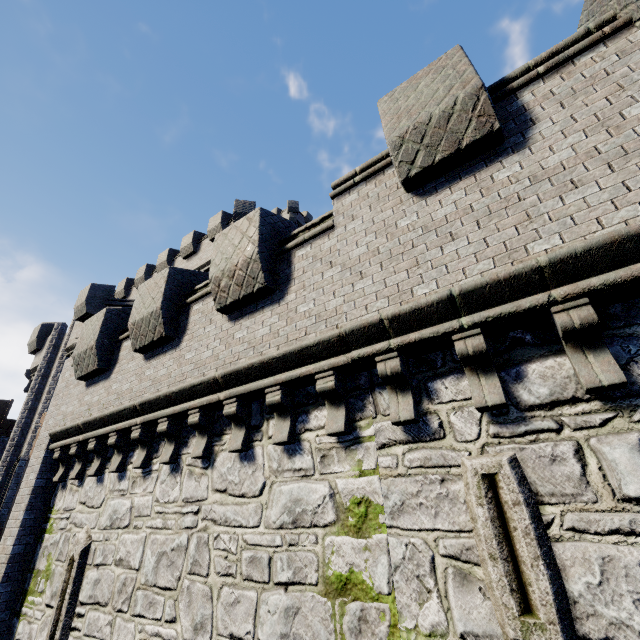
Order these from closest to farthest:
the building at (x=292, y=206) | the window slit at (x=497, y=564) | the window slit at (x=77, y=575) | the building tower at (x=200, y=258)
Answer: the window slit at (x=497, y=564)
the window slit at (x=77, y=575)
the building tower at (x=200, y=258)
the building at (x=292, y=206)

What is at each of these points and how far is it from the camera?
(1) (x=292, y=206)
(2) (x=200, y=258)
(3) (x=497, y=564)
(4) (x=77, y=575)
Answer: (1) building, 39.3 meters
(2) building tower, 21.8 meters
(3) window slit, 3.0 meters
(4) window slit, 6.7 meters

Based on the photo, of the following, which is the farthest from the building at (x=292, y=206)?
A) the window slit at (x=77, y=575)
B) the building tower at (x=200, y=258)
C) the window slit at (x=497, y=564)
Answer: the window slit at (x=497, y=564)

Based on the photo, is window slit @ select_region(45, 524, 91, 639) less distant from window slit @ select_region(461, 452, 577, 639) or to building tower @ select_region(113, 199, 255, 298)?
building tower @ select_region(113, 199, 255, 298)

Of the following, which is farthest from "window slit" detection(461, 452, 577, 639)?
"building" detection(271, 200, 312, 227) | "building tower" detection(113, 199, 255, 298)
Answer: "building" detection(271, 200, 312, 227)

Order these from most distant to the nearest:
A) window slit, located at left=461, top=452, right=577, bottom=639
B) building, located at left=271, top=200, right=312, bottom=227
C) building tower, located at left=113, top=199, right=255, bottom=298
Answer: building, located at left=271, top=200, right=312, bottom=227, building tower, located at left=113, top=199, right=255, bottom=298, window slit, located at left=461, top=452, right=577, bottom=639

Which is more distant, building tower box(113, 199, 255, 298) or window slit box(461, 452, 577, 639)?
building tower box(113, 199, 255, 298)

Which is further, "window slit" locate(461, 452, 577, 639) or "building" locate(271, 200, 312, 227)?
"building" locate(271, 200, 312, 227)
